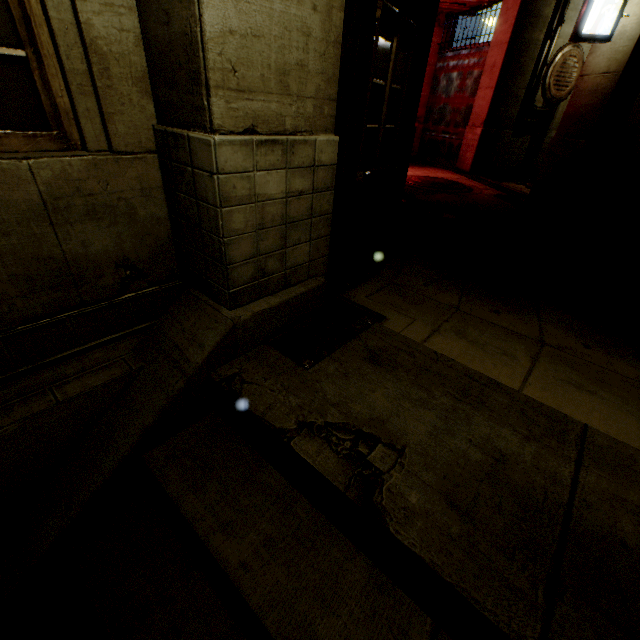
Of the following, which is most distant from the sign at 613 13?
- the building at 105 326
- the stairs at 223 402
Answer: the stairs at 223 402

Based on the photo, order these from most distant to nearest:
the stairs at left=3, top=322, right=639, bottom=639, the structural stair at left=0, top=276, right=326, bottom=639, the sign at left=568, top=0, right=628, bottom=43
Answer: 1. the sign at left=568, top=0, right=628, bottom=43
2. the structural stair at left=0, top=276, right=326, bottom=639
3. the stairs at left=3, top=322, right=639, bottom=639

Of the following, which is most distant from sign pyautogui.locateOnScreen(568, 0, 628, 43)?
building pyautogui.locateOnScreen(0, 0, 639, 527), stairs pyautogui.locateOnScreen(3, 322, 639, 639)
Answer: stairs pyautogui.locateOnScreen(3, 322, 639, 639)

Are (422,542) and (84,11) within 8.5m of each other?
yes

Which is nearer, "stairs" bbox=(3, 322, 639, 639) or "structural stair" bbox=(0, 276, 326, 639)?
"stairs" bbox=(3, 322, 639, 639)

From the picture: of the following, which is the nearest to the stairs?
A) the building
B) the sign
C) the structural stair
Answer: the structural stair

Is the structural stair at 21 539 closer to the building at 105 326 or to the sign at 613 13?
the building at 105 326

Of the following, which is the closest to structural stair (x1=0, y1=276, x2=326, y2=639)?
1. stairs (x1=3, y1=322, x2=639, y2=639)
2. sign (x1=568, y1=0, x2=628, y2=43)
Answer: stairs (x1=3, y1=322, x2=639, y2=639)
